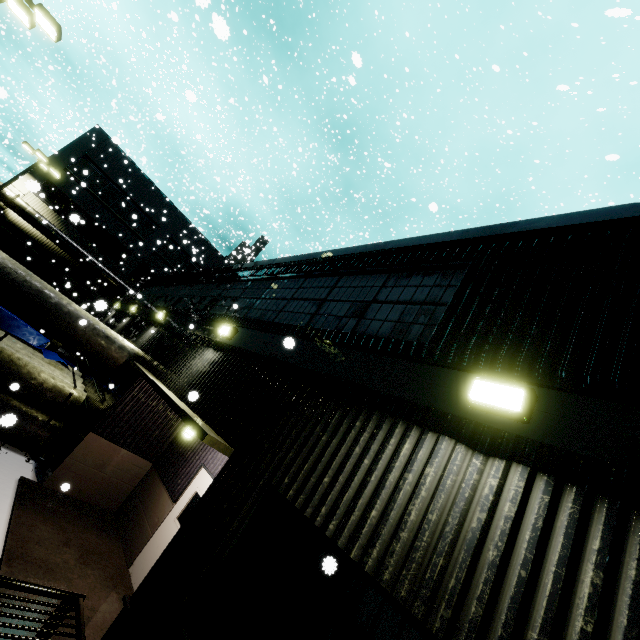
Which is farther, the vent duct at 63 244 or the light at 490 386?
the vent duct at 63 244

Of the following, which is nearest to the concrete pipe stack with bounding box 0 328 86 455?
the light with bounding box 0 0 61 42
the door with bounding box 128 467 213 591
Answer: the light with bounding box 0 0 61 42

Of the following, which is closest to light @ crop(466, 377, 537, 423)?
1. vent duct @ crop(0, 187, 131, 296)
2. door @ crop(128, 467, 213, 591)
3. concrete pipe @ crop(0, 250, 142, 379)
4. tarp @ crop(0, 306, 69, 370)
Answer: concrete pipe @ crop(0, 250, 142, 379)

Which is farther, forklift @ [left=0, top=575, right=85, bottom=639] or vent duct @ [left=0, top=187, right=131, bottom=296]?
vent duct @ [left=0, top=187, right=131, bottom=296]

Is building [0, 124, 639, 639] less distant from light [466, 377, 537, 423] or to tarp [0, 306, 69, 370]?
light [466, 377, 537, 423]

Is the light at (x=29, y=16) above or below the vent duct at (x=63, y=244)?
above

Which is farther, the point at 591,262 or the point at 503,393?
the point at 591,262
